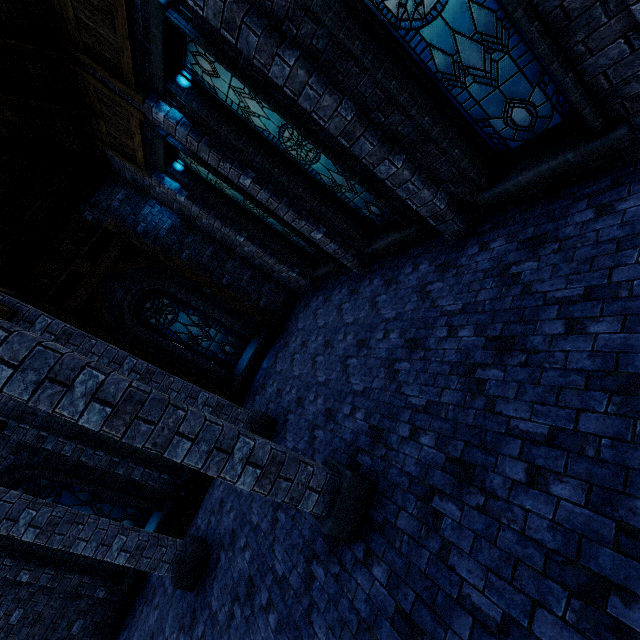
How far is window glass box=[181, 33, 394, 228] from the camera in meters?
5.3 m

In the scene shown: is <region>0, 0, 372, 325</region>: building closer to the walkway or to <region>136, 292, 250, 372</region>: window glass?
the walkway

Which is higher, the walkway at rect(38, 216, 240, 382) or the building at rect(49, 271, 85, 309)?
the building at rect(49, 271, 85, 309)

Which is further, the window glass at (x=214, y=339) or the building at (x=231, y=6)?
the window glass at (x=214, y=339)

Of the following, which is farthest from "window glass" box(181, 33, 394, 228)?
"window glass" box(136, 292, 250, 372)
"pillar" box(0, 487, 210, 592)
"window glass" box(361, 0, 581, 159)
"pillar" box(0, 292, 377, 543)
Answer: "pillar" box(0, 487, 210, 592)

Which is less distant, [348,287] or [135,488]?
[348,287]

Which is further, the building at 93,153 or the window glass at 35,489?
the window glass at 35,489

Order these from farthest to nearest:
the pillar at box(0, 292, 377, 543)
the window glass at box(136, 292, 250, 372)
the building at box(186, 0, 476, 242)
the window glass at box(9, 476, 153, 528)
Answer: the window glass at box(136, 292, 250, 372) → the window glass at box(9, 476, 153, 528) → the building at box(186, 0, 476, 242) → the pillar at box(0, 292, 377, 543)
